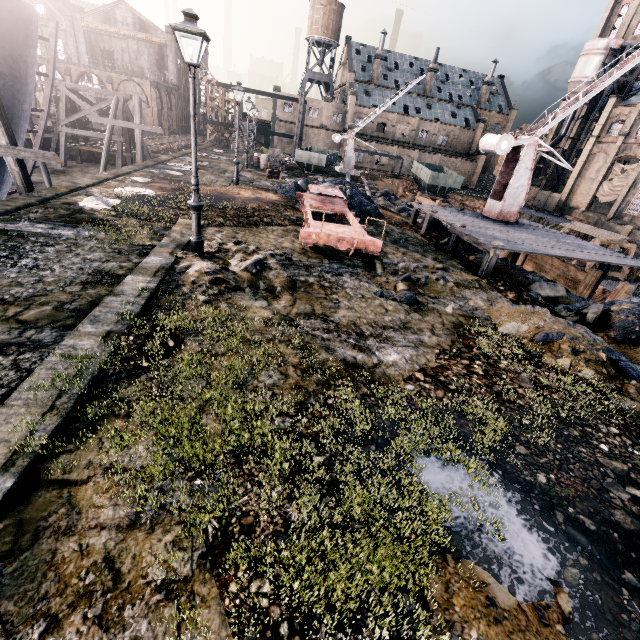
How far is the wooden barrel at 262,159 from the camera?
32.8 meters

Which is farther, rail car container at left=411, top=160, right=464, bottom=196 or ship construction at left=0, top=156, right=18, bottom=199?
rail car container at left=411, top=160, right=464, bottom=196

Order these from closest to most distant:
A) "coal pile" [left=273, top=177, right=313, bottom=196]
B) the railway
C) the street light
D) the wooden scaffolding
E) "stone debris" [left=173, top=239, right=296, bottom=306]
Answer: the street light → "stone debris" [left=173, top=239, right=296, bottom=306] → the wooden scaffolding → "coal pile" [left=273, top=177, right=313, bottom=196] → the railway

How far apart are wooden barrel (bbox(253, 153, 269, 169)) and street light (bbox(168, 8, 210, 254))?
26.4m

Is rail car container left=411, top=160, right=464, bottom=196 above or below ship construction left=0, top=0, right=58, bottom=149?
below

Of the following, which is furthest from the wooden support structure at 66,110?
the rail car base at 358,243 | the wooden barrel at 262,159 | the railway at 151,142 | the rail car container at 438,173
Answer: the rail car container at 438,173

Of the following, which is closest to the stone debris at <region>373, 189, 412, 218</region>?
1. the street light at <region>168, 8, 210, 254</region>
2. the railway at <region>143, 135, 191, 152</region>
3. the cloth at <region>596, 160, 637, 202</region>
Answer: the street light at <region>168, 8, 210, 254</region>

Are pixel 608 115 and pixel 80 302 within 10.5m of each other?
no
